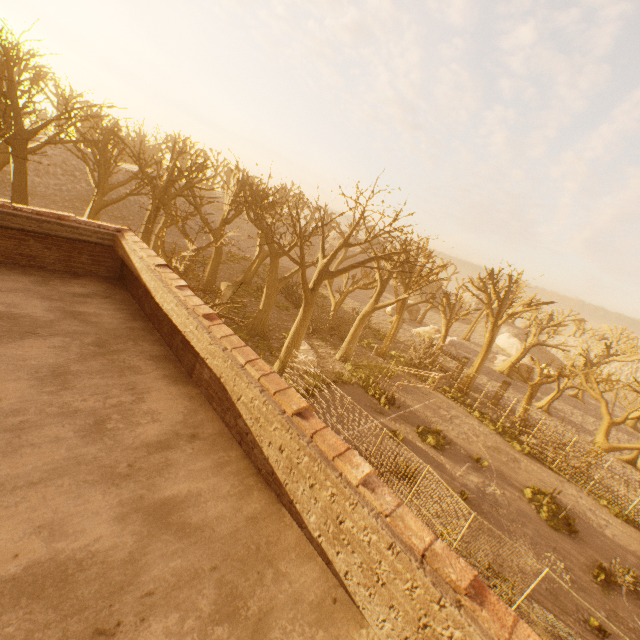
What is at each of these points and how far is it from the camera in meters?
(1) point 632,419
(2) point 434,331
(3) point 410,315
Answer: (1) tree, 21.2
(2) rock, 42.0
(3) rock, 51.6

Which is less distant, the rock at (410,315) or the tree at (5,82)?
the tree at (5,82)

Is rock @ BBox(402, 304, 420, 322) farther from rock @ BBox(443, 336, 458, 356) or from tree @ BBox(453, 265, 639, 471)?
rock @ BBox(443, 336, 458, 356)

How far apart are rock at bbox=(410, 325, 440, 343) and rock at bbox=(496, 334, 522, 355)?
24.3m

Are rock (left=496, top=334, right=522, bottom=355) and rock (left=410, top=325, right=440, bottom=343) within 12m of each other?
no

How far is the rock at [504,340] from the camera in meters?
57.3

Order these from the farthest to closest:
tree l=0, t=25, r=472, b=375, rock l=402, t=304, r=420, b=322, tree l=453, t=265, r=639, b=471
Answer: rock l=402, t=304, r=420, b=322, tree l=453, t=265, r=639, b=471, tree l=0, t=25, r=472, b=375

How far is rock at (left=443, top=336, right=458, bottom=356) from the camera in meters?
39.7 m
